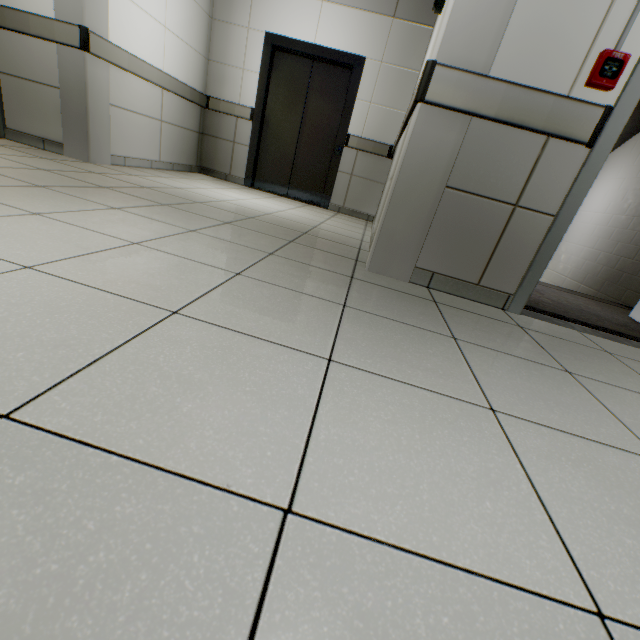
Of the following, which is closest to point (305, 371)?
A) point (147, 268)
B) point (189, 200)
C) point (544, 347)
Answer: point (147, 268)

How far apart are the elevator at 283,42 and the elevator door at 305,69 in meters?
0.0 m

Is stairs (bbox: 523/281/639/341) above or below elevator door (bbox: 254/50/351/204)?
below

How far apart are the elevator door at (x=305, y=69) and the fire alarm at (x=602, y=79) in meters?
4.0 m

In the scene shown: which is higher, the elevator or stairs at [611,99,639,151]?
stairs at [611,99,639,151]

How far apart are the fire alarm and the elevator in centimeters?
379cm

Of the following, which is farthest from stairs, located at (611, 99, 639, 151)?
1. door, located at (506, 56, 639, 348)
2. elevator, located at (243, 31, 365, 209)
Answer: elevator, located at (243, 31, 365, 209)

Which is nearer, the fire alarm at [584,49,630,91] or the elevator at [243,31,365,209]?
the fire alarm at [584,49,630,91]
